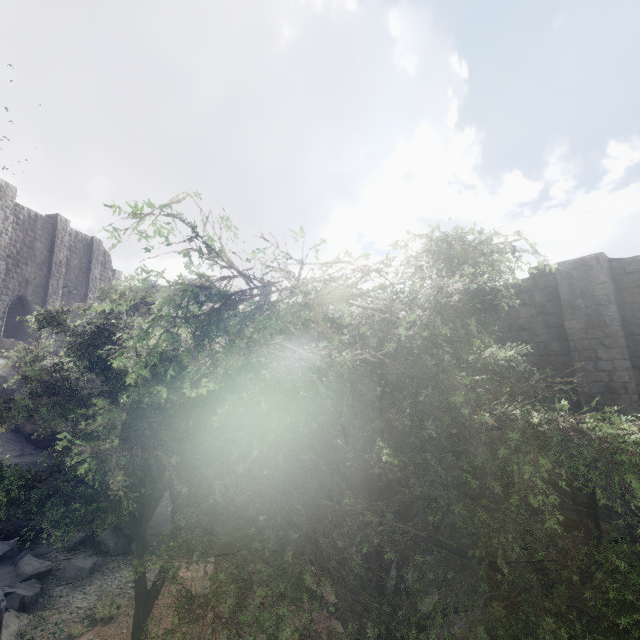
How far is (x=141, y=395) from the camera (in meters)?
6.03

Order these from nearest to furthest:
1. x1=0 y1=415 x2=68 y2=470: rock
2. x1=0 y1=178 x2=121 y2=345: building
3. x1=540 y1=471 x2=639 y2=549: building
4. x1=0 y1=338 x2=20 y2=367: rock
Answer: x1=540 y1=471 x2=639 y2=549: building → x1=0 y1=415 x2=68 y2=470: rock → x1=0 y1=338 x2=20 y2=367: rock → x1=0 y1=178 x2=121 y2=345: building

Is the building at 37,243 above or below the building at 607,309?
above

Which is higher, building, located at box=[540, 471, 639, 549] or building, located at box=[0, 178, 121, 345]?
building, located at box=[0, 178, 121, 345]

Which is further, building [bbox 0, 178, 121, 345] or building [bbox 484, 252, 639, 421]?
building [bbox 0, 178, 121, 345]

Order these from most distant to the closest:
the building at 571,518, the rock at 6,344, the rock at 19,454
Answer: the rock at 6,344 < the rock at 19,454 < the building at 571,518

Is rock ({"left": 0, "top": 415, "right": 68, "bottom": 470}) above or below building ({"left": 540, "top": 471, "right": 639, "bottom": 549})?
above
